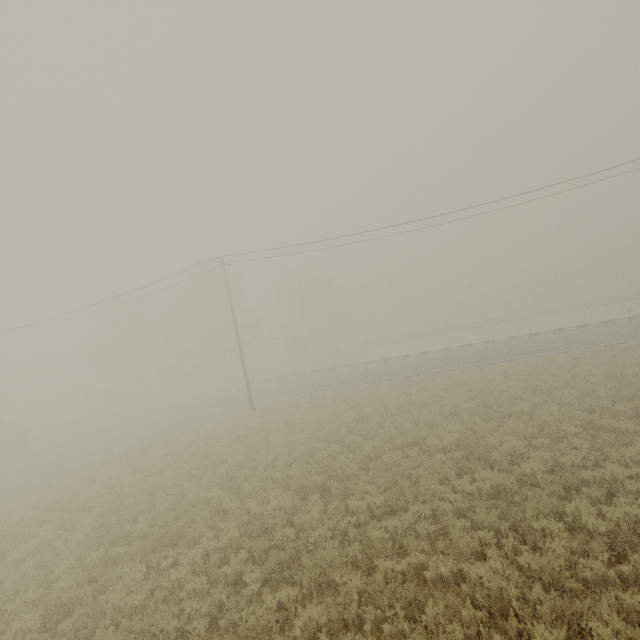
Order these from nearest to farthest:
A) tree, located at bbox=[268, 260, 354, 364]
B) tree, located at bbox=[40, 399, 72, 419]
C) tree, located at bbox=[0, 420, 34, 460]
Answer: tree, located at bbox=[0, 420, 34, 460] < tree, located at bbox=[40, 399, 72, 419] < tree, located at bbox=[268, 260, 354, 364]

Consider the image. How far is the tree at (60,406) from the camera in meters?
50.3

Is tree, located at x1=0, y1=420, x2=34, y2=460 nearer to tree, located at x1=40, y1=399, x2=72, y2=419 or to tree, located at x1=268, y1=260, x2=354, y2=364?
tree, located at x1=40, y1=399, x2=72, y2=419

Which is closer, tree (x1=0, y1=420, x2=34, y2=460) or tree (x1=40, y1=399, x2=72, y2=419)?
tree (x1=0, y1=420, x2=34, y2=460)

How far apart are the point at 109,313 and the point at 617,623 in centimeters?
5892cm

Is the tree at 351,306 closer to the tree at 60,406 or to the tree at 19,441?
the tree at 60,406
